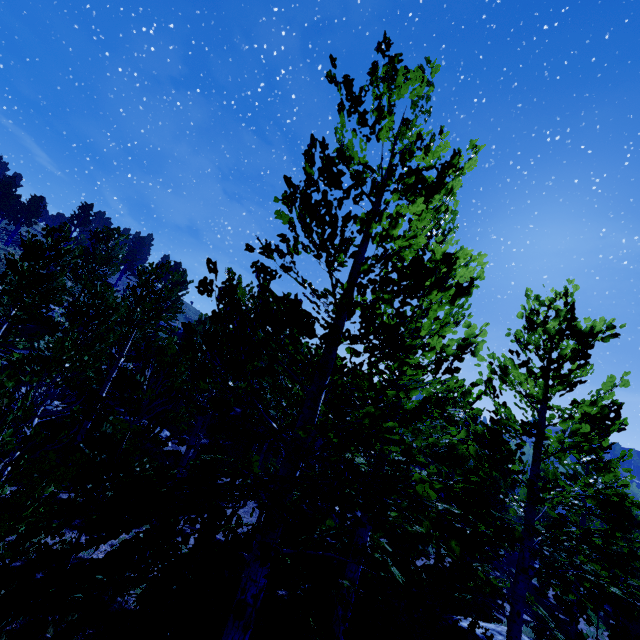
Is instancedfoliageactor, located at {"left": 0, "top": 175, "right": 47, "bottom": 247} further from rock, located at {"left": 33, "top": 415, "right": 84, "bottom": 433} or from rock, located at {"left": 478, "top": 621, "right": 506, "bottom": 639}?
rock, located at {"left": 478, "top": 621, "right": 506, "bottom": 639}

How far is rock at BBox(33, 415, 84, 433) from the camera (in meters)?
16.48

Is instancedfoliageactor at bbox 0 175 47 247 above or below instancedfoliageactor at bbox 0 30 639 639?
above

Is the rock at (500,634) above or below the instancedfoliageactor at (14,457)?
below

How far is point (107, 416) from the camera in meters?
6.4

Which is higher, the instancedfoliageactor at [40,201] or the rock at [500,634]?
the instancedfoliageactor at [40,201]

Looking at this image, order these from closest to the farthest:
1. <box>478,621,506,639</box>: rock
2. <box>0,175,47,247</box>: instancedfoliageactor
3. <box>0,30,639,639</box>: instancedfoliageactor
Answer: <box>0,30,639,639</box>: instancedfoliageactor < <box>478,621,506,639</box>: rock < <box>0,175,47,247</box>: instancedfoliageactor

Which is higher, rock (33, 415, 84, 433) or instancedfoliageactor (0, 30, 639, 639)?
instancedfoliageactor (0, 30, 639, 639)
